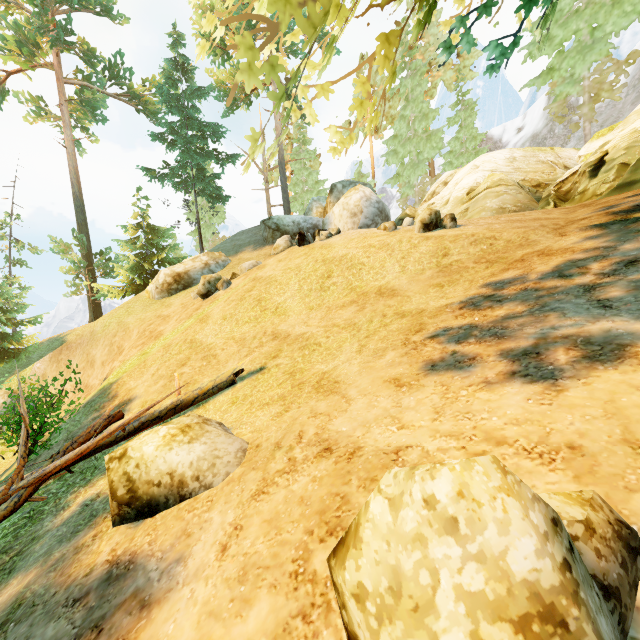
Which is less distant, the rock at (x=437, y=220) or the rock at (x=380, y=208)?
the rock at (x=437, y=220)

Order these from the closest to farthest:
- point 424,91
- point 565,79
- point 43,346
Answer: point 565,79, point 43,346, point 424,91

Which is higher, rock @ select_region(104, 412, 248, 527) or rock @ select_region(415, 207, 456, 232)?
rock @ select_region(415, 207, 456, 232)

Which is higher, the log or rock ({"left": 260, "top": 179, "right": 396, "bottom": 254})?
rock ({"left": 260, "top": 179, "right": 396, "bottom": 254})

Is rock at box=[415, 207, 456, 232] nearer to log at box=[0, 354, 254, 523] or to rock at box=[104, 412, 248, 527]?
log at box=[0, 354, 254, 523]

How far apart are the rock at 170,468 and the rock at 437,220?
8.5 meters

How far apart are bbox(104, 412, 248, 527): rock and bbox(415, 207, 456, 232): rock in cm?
851

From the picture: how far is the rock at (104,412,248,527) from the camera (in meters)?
4.35
